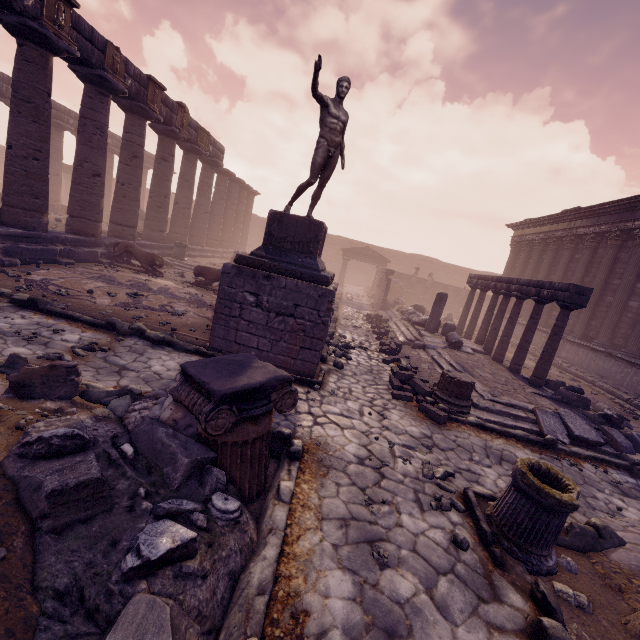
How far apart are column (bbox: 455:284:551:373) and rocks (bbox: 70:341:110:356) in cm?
1242

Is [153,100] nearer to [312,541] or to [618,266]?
[312,541]

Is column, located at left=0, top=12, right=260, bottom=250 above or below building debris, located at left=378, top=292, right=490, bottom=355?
above

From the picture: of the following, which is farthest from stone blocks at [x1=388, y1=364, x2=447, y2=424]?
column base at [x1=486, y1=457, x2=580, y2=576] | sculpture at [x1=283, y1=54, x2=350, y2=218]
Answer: sculpture at [x1=283, y1=54, x2=350, y2=218]

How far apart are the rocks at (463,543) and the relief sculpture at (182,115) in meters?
18.2

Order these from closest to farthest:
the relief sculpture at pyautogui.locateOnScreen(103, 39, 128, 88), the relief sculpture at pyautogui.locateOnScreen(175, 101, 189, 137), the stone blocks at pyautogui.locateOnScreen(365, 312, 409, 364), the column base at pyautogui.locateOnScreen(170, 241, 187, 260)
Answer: the stone blocks at pyautogui.locateOnScreen(365, 312, 409, 364) → the relief sculpture at pyautogui.locateOnScreen(103, 39, 128, 88) → the relief sculpture at pyautogui.locateOnScreen(175, 101, 189, 137) → the column base at pyautogui.locateOnScreen(170, 241, 187, 260)

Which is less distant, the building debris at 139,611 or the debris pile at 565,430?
the building debris at 139,611

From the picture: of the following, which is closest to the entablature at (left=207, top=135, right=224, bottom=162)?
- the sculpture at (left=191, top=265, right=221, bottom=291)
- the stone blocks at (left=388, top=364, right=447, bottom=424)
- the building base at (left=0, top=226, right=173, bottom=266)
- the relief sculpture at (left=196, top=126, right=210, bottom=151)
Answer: the relief sculpture at (left=196, top=126, right=210, bottom=151)
